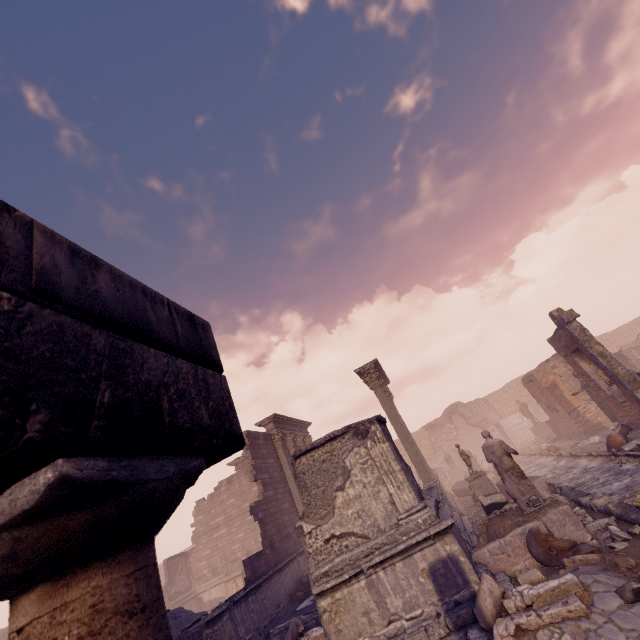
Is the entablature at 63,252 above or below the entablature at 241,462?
below

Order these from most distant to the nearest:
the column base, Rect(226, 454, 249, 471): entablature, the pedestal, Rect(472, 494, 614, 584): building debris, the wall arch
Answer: the wall arch → the pedestal → Rect(226, 454, 249, 471): entablature → the column base → Rect(472, 494, 614, 584): building debris

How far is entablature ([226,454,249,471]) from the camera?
23.4 meters

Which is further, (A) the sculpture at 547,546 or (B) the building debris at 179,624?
(B) the building debris at 179,624

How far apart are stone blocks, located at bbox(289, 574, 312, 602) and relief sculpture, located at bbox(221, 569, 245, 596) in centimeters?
1030cm

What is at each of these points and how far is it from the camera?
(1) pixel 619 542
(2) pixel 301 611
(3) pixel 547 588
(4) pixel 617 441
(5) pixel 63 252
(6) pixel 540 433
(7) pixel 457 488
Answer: (1) rocks, 5.94m
(2) pool, 9.41m
(3) debris pile, 4.71m
(4) vase, 11.55m
(5) entablature, 0.79m
(6) pedestal, 24.48m
(7) sarcophagus, 17.69m

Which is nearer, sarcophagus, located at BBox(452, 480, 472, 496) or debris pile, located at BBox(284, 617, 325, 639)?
debris pile, located at BBox(284, 617, 325, 639)

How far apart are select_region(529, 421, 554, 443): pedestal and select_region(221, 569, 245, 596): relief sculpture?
22.6 meters
